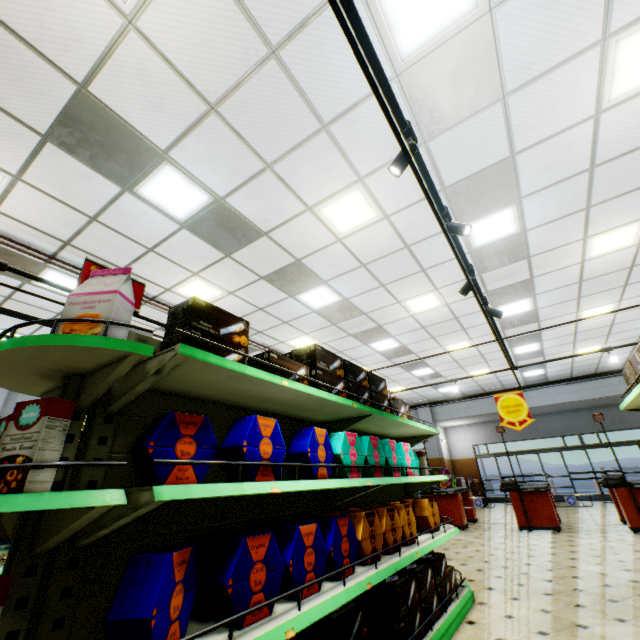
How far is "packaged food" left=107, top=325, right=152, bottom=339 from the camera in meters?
1.5

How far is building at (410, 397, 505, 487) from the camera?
16.09m

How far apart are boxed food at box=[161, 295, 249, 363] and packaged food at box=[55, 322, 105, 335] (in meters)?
0.27

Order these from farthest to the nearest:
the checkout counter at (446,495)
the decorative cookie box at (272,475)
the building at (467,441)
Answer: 1. the building at (467,441)
2. the checkout counter at (446,495)
3. the decorative cookie box at (272,475)

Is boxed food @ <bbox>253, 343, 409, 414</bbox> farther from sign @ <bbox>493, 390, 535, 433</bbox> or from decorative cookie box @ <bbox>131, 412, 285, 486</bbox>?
sign @ <bbox>493, 390, 535, 433</bbox>

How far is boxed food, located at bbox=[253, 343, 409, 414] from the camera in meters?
2.3

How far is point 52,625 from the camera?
1.3m

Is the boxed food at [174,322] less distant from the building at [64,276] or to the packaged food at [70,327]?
the packaged food at [70,327]
